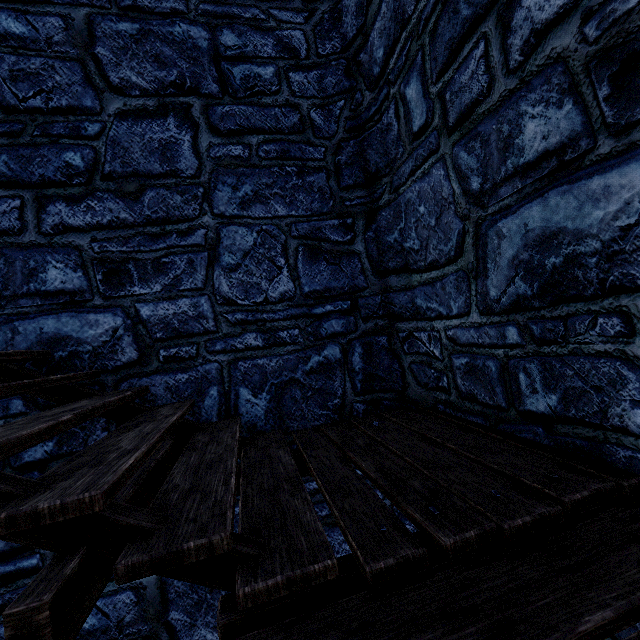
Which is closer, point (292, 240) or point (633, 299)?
point (633, 299)
